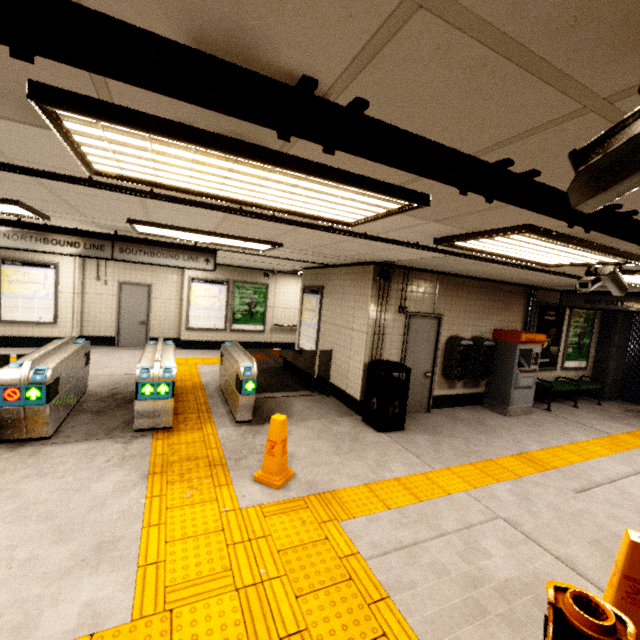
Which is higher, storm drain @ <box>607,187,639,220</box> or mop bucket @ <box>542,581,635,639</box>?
storm drain @ <box>607,187,639,220</box>

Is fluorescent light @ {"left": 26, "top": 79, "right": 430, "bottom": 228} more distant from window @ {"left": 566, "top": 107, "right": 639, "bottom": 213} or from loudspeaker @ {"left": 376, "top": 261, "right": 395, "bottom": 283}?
loudspeaker @ {"left": 376, "top": 261, "right": 395, "bottom": 283}

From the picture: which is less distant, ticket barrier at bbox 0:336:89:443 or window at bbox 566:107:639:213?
window at bbox 566:107:639:213

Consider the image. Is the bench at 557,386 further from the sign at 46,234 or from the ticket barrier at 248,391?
the sign at 46,234

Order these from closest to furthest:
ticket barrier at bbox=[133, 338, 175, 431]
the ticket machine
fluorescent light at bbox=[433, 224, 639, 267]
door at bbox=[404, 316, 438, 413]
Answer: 1. fluorescent light at bbox=[433, 224, 639, 267]
2. ticket barrier at bbox=[133, 338, 175, 431]
3. door at bbox=[404, 316, 438, 413]
4. the ticket machine

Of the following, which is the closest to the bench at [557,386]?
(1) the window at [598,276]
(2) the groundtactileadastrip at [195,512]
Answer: (2) the groundtactileadastrip at [195,512]

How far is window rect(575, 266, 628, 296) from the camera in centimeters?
379cm

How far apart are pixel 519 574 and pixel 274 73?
4.04m
